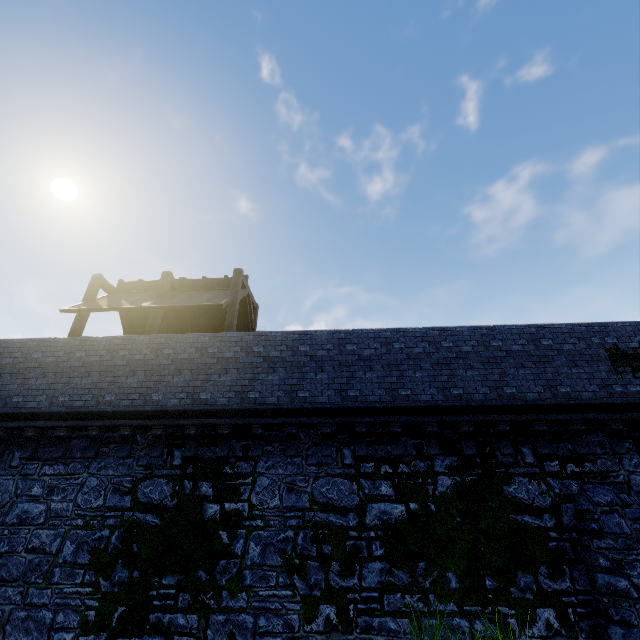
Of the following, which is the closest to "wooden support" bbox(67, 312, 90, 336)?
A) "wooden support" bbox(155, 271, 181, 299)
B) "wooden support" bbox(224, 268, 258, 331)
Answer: "wooden support" bbox(155, 271, 181, 299)

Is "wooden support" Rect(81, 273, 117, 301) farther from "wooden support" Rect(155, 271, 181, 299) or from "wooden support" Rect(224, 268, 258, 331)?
"wooden support" Rect(224, 268, 258, 331)

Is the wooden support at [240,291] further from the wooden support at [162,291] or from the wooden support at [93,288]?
the wooden support at [93,288]

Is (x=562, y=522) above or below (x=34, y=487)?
below

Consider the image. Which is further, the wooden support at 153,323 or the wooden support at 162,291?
the wooden support at 162,291

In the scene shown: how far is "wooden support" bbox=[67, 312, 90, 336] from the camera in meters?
12.1 m

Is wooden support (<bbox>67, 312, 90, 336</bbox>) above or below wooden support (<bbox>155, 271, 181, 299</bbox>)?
below
